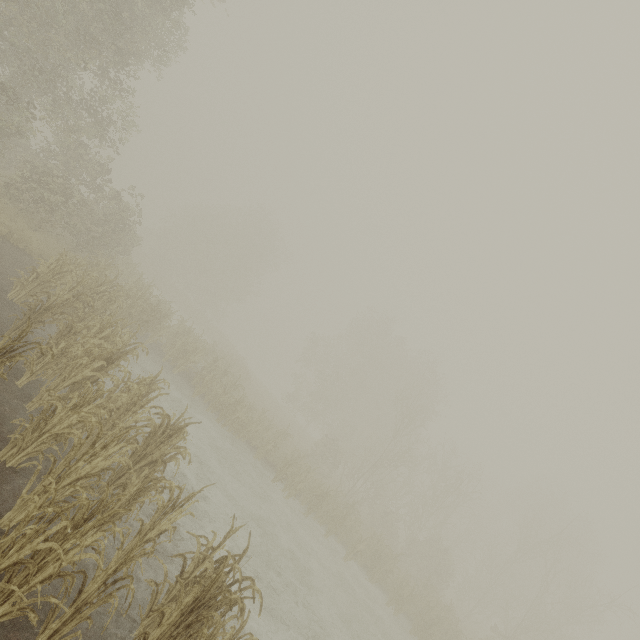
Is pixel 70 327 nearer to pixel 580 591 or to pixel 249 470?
pixel 249 470
